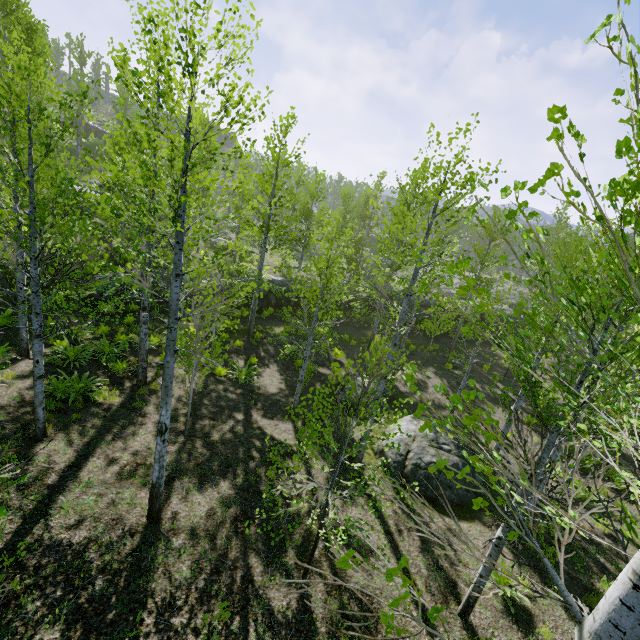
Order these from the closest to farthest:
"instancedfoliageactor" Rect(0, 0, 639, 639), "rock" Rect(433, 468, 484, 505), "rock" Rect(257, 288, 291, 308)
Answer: "instancedfoliageactor" Rect(0, 0, 639, 639) → "rock" Rect(433, 468, 484, 505) → "rock" Rect(257, 288, 291, 308)

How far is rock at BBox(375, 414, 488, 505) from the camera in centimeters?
997cm

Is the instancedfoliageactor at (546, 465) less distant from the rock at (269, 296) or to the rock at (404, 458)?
the rock at (404, 458)

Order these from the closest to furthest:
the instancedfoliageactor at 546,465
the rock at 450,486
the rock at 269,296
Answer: the instancedfoliageactor at 546,465 < the rock at 450,486 < the rock at 269,296

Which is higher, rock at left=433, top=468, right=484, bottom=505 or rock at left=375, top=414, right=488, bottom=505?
rock at left=375, top=414, right=488, bottom=505

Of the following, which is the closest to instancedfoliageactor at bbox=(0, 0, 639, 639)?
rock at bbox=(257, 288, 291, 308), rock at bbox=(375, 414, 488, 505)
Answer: rock at bbox=(375, 414, 488, 505)

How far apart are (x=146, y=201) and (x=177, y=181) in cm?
76

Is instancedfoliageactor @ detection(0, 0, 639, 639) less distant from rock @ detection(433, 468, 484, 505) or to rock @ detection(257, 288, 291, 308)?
rock @ detection(433, 468, 484, 505)
